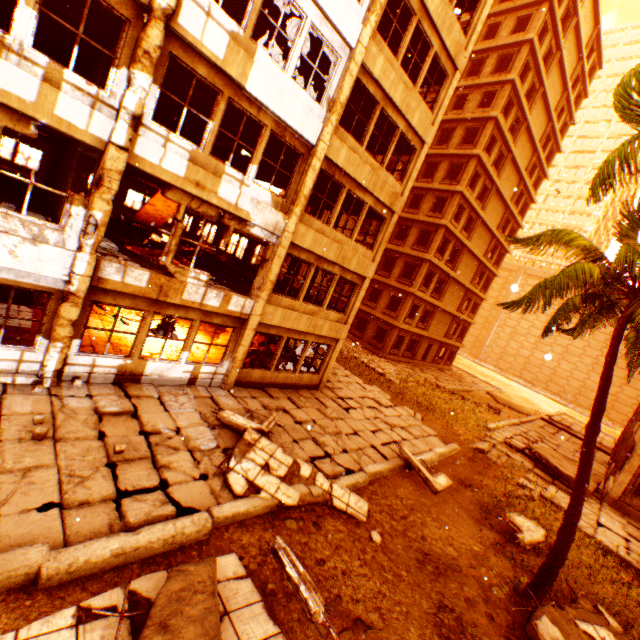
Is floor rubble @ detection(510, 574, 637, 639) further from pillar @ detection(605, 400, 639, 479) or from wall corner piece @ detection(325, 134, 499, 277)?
pillar @ detection(605, 400, 639, 479)

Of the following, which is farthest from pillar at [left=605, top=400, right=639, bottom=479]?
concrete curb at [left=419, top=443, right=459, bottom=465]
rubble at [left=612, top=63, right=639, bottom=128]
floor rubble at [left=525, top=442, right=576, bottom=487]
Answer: rubble at [left=612, top=63, right=639, bottom=128]

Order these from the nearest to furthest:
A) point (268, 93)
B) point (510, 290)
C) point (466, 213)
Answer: point (268, 93) < point (466, 213) < point (510, 290)

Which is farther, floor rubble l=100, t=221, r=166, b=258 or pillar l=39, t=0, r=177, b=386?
floor rubble l=100, t=221, r=166, b=258

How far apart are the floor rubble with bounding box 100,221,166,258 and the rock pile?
2.29m

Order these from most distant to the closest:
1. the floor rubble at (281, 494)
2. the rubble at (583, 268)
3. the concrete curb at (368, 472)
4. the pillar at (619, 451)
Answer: the pillar at (619, 451) < the concrete curb at (368, 472) < the floor rubble at (281, 494) < the rubble at (583, 268)

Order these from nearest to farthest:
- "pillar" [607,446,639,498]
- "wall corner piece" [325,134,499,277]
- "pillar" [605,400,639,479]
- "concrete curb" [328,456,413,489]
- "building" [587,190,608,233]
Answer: "concrete curb" [328,456,413,489] < "wall corner piece" [325,134,499,277] < "pillar" [607,446,639,498] < "pillar" [605,400,639,479] < "building" [587,190,608,233]

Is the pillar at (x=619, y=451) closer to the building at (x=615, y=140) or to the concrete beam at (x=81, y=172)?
the concrete beam at (x=81, y=172)
